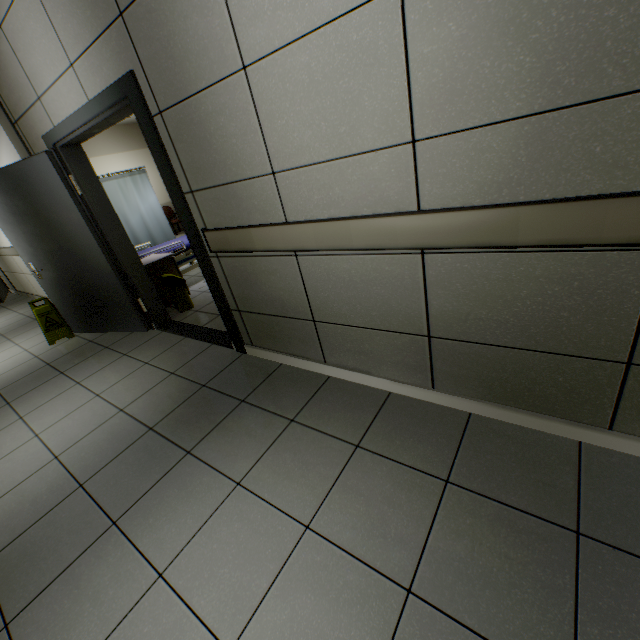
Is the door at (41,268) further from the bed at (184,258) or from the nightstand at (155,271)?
the bed at (184,258)

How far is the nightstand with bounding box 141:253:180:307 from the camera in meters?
4.2 m

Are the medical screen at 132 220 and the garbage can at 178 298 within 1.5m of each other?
no

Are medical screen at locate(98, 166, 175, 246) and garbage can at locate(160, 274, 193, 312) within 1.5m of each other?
no

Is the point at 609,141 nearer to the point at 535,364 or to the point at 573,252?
the point at 573,252

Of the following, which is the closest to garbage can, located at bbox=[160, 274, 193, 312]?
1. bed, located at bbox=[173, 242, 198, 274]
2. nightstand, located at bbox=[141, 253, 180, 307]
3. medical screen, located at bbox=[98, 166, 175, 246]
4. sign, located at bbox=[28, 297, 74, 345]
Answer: nightstand, located at bbox=[141, 253, 180, 307]

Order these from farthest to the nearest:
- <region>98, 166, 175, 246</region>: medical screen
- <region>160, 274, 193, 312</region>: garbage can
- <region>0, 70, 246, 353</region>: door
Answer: <region>98, 166, 175, 246</region>: medical screen → <region>160, 274, 193, 312</region>: garbage can → <region>0, 70, 246, 353</region>: door

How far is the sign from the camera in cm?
426
